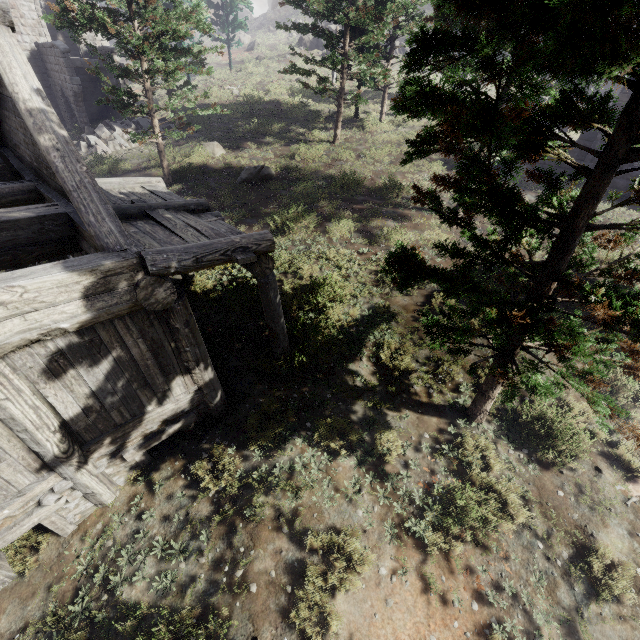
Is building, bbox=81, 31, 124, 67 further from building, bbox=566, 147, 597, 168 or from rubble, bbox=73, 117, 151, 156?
building, bbox=566, 147, 597, 168

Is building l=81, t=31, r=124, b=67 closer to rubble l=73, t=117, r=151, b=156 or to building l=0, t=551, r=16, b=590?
rubble l=73, t=117, r=151, b=156

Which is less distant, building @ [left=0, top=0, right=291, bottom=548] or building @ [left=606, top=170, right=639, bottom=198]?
building @ [left=0, top=0, right=291, bottom=548]

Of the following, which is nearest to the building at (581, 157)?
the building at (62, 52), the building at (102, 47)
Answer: the building at (62, 52)

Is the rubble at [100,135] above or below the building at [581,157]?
below

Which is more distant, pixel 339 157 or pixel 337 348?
pixel 339 157

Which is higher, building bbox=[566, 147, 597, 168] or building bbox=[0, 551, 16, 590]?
building bbox=[566, 147, 597, 168]

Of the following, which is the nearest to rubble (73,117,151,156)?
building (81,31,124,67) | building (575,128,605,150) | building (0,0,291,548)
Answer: building (81,31,124,67)
